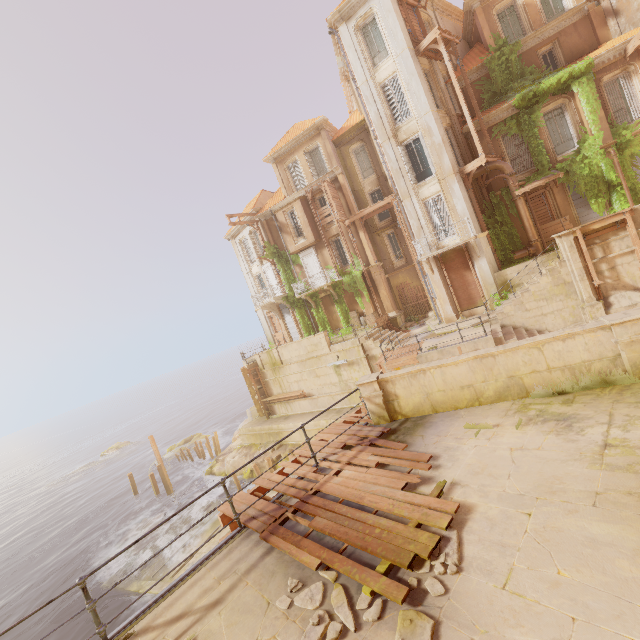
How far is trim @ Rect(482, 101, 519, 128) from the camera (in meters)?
18.89

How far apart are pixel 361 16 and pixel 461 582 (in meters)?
26.81

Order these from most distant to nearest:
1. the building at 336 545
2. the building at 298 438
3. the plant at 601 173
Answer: the building at 298 438, the plant at 601 173, the building at 336 545

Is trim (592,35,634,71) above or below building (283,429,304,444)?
above

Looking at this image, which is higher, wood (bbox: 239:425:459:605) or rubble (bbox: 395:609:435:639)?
wood (bbox: 239:425:459:605)

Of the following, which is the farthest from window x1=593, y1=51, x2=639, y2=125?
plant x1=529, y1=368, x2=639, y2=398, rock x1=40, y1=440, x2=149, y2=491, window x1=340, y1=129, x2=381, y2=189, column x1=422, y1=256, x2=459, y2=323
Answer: rock x1=40, y1=440, x2=149, y2=491

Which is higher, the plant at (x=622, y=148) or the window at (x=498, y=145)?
the window at (x=498, y=145)

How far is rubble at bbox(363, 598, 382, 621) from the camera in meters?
3.4 m
